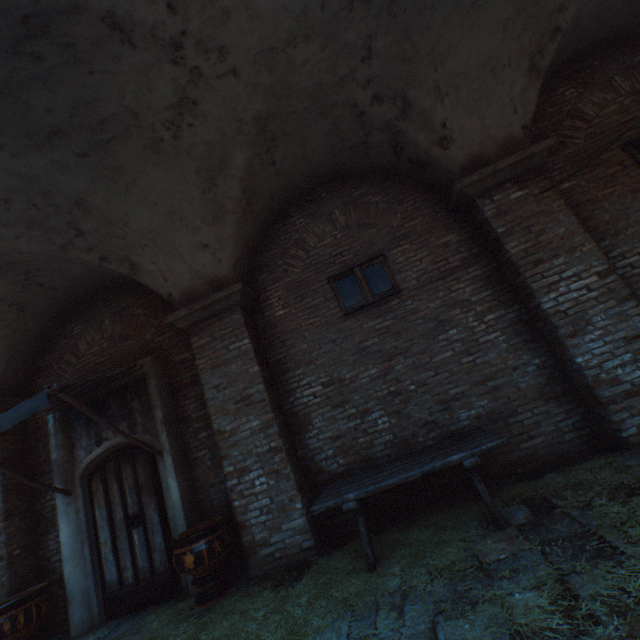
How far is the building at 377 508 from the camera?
4.5 meters

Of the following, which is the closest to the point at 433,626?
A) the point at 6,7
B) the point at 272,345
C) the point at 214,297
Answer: the point at 272,345

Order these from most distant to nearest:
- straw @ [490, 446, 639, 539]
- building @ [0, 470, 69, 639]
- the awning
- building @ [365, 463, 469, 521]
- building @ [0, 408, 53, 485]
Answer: building @ [0, 408, 53, 485] → building @ [0, 470, 69, 639] → building @ [365, 463, 469, 521] → the awning → straw @ [490, 446, 639, 539]

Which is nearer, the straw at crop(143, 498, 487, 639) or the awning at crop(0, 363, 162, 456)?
the straw at crop(143, 498, 487, 639)

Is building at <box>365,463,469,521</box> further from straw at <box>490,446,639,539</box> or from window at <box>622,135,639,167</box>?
window at <box>622,135,639,167</box>

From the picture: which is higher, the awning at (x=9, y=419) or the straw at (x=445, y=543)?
the awning at (x=9, y=419)

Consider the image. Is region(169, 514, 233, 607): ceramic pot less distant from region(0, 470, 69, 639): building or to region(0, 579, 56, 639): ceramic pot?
region(0, 579, 56, 639): ceramic pot

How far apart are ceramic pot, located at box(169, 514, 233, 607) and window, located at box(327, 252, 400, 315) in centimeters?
342cm
